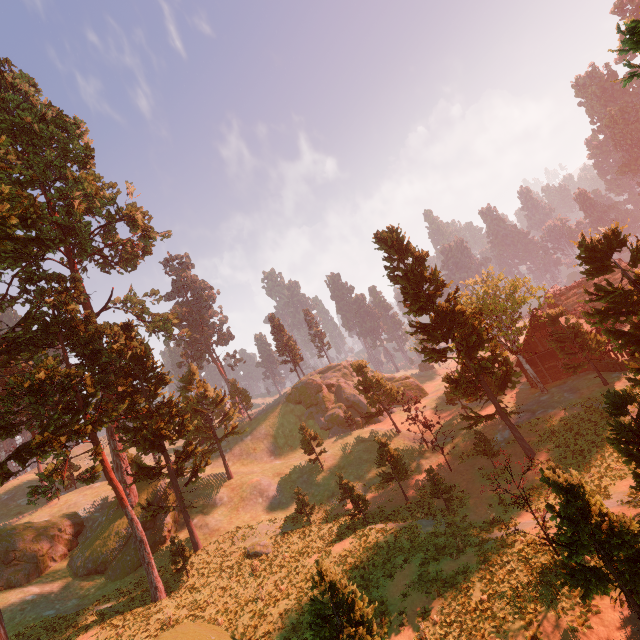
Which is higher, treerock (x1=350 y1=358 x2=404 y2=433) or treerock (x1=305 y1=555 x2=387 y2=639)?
treerock (x1=350 y1=358 x2=404 y2=433)

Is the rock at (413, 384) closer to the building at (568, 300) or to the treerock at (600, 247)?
the treerock at (600, 247)

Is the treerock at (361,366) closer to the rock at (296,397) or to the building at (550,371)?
the building at (550,371)

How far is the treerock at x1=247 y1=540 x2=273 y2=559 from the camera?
26.94m

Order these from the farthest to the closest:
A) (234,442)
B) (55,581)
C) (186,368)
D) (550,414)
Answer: (234,442) < (186,368) < (550,414) < (55,581)

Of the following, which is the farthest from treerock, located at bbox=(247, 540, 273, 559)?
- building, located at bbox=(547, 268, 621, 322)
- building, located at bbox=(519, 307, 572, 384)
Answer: building, located at bbox=(519, 307, 572, 384)

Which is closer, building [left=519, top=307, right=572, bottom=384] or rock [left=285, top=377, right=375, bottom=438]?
building [left=519, top=307, right=572, bottom=384]
